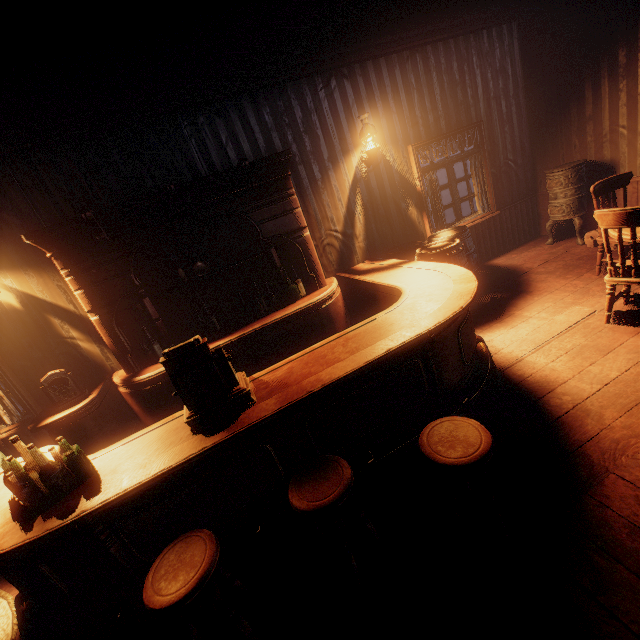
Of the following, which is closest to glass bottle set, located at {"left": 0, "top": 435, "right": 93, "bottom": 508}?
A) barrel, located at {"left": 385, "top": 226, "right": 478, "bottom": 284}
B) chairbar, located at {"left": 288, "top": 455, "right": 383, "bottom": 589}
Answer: chairbar, located at {"left": 288, "top": 455, "right": 383, "bottom": 589}

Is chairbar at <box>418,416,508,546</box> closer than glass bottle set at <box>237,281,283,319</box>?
Yes

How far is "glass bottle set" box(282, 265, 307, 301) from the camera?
4.6 meters

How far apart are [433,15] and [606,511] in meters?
6.1

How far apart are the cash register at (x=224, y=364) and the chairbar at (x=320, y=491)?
0.6 meters

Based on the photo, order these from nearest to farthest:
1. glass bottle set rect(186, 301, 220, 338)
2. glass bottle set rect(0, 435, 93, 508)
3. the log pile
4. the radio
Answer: glass bottle set rect(0, 435, 93, 508) → the radio → glass bottle set rect(186, 301, 220, 338) → the log pile

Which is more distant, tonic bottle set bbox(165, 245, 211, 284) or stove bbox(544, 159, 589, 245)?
stove bbox(544, 159, 589, 245)

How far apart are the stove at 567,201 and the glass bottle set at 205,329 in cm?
593
